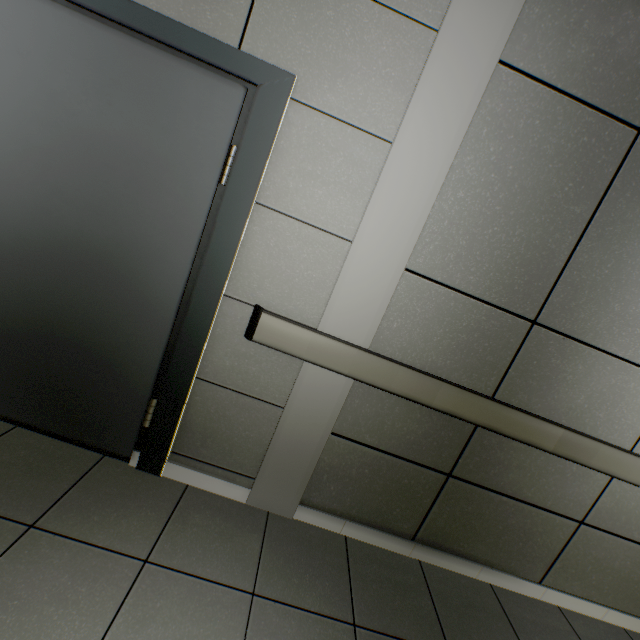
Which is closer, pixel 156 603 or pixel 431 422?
pixel 156 603
